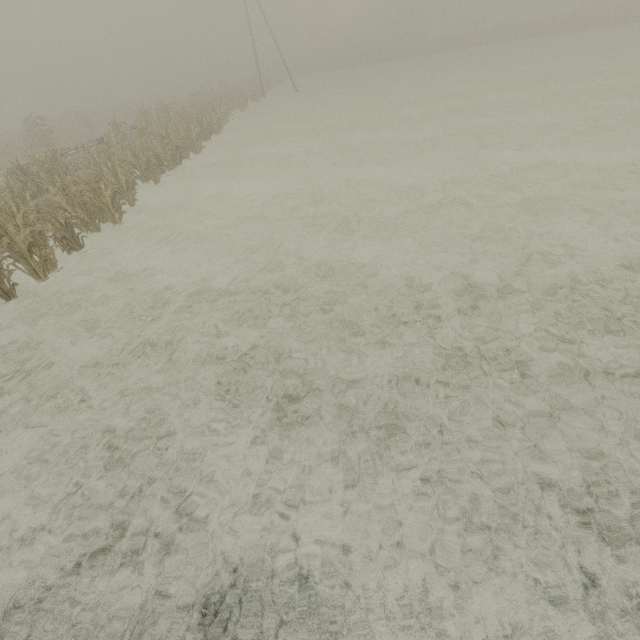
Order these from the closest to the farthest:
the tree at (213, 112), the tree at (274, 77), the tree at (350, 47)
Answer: the tree at (213, 112), the tree at (350, 47), the tree at (274, 77)

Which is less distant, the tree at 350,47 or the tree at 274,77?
the tree at 350,47

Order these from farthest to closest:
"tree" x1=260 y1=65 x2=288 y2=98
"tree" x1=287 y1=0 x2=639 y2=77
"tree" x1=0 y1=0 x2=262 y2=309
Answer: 1. "tree" x1=260 y1=65 x2=288 y2=98
2. "tree" x1=287 y1=0 x2=639 y2=77
3. "tree" x1=0 y1=0 x2=262 y2=309

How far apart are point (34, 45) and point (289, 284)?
79.4m

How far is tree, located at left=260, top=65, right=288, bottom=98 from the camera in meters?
40.5

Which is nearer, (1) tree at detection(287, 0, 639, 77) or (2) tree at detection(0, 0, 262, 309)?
(2) tree at detection(0, 0, 262, 309)

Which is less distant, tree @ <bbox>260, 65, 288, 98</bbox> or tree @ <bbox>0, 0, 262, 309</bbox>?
tree @ <bbox>0, 0, 262, 309</bbox>
